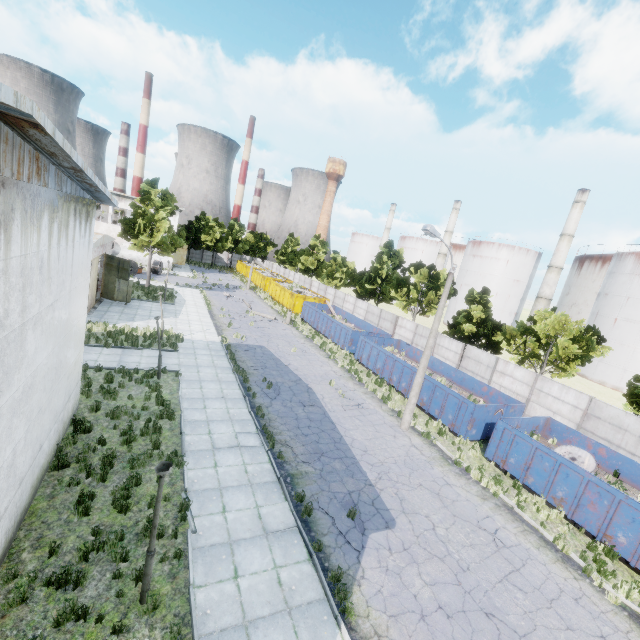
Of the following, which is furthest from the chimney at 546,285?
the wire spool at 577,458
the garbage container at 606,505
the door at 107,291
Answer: the door at 107,291

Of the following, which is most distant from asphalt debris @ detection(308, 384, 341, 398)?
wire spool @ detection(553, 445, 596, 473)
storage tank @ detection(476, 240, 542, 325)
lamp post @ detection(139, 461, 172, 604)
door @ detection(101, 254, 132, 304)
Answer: storage tank @ detection(476, 240, 542, 325)

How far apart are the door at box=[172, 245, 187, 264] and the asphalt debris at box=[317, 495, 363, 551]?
56.4m

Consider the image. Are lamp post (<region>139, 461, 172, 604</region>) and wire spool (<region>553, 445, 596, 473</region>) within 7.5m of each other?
no

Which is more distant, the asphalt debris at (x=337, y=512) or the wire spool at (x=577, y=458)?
the wire spool at (x=577, y=458)

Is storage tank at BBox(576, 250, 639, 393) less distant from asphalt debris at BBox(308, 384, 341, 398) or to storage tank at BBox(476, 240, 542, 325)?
storage tank at BBox(476, 240, 542, 325)

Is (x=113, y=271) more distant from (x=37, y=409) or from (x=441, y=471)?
(x=441, y=471)

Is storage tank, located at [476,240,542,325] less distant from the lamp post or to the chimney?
the chimney
